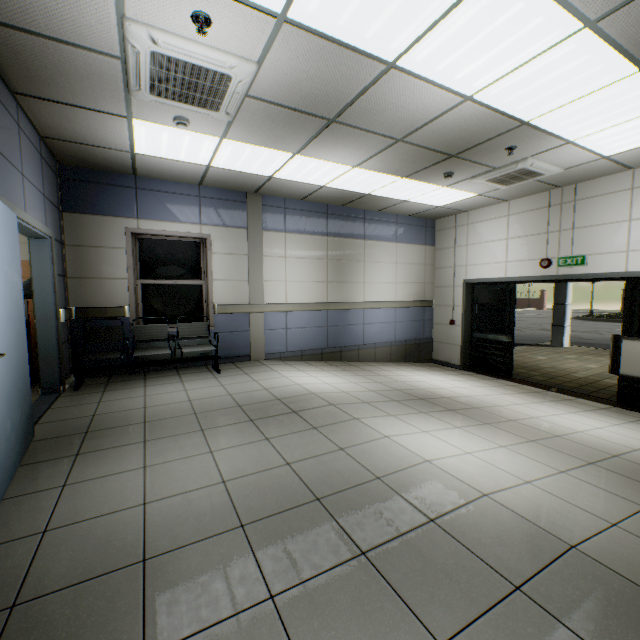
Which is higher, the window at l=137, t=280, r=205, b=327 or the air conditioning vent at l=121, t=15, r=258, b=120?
the air conditioning vent at l=121, t=15, r=258, b=120

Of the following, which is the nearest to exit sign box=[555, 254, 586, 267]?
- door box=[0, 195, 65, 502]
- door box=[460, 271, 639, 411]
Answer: door box=[460, 271, 639, 411]

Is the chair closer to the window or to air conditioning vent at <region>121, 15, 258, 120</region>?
the window

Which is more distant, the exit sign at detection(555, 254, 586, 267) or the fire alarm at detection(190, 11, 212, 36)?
the exit sign at detection(555, 254, 586, 267)

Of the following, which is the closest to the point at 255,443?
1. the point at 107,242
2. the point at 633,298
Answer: the point at 107,242

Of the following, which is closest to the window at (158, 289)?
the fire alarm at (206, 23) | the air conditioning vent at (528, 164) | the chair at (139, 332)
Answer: the chair at (139, 332)

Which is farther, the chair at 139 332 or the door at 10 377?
the chair at 139 332

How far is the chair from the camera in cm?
466
